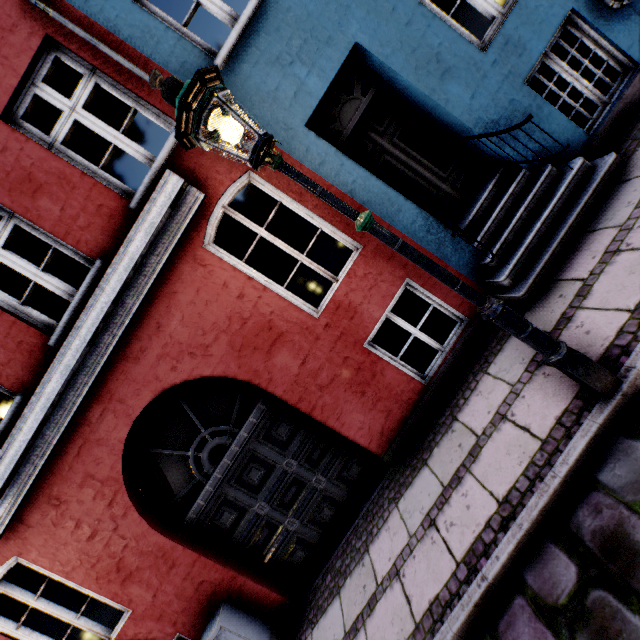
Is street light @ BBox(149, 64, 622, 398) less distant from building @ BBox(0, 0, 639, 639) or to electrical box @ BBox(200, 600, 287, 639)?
building @ BBox(0, 0, 639, 639)

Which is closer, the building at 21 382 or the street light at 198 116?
the street light at 198 116

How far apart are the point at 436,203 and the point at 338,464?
4.1 meters

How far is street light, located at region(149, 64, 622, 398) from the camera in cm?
196

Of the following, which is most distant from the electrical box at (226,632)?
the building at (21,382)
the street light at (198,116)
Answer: the street light at (198,116)

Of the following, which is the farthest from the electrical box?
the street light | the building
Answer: the street light
